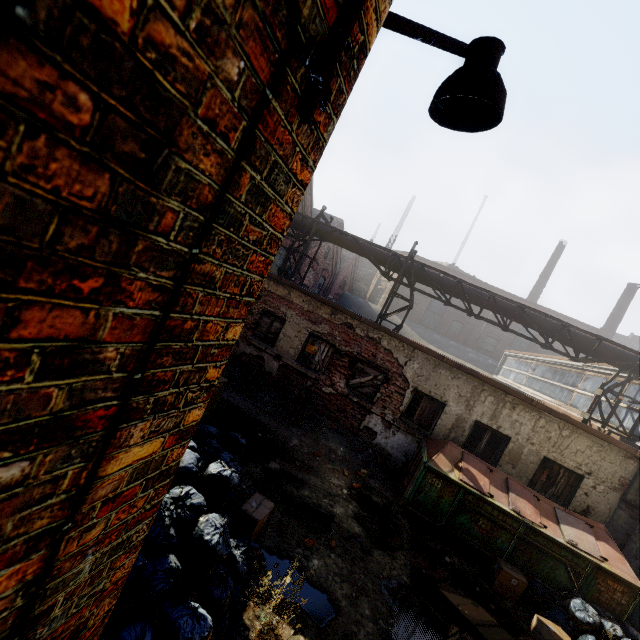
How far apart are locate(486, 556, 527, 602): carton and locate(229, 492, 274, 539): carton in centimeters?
505cm

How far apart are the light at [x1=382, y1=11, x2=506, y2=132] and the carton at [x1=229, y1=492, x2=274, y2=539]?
4.96m

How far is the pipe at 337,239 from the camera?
12.7 meters

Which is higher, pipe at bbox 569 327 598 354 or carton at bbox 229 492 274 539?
pipe at bbox 569 327 598 354

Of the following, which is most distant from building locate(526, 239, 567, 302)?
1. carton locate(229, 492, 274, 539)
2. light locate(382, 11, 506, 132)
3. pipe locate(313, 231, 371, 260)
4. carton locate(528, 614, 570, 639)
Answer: light locate(382, 11, 506, 132)

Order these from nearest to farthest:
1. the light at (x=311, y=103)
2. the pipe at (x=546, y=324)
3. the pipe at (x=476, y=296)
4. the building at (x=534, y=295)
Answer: the light at (x=311, y=103), the pipe at (x=546, y=324), the pipe at (x=476, y=296), the building at (x=534, y=295)

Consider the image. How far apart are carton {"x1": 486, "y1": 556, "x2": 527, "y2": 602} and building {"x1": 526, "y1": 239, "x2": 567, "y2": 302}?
35.7m

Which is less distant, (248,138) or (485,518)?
(248,138)
